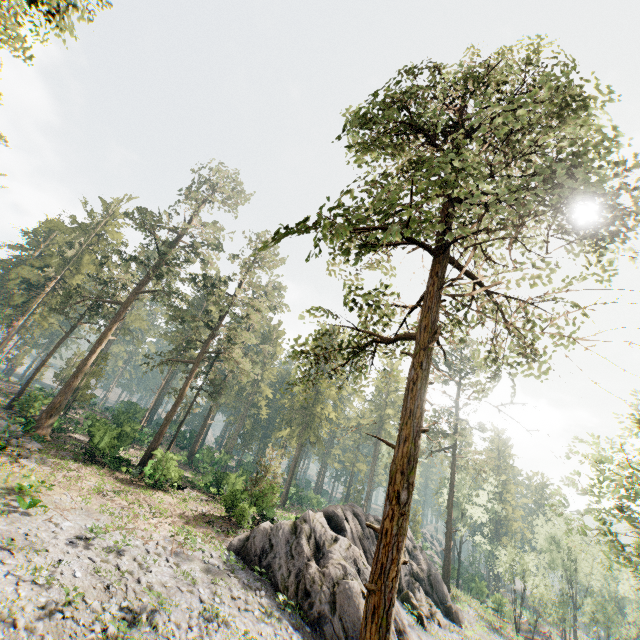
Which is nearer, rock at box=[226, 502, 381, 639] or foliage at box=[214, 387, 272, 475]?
rock at box=[226, 502, 381, 639]

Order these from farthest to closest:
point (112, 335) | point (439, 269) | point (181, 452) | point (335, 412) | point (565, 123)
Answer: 1. point (335, 412)
2. point (181, 452)
3. point (112, 335)
4. point (439, 269)
5. point (565, 123)

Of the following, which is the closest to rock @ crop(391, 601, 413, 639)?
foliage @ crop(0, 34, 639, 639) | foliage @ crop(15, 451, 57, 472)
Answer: foliage @ crop(0, 34, 639, 639)

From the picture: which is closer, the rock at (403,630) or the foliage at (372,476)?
the rock at (403,630)

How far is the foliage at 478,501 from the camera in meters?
49.5

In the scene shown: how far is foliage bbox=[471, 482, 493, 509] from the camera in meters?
49.5
